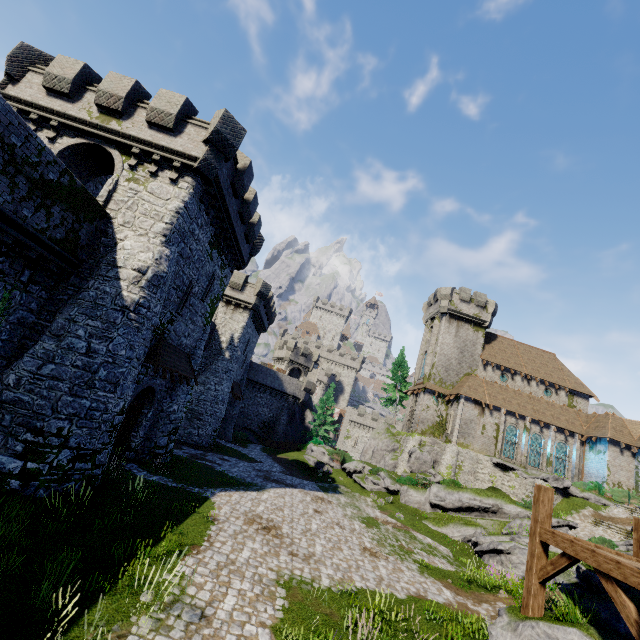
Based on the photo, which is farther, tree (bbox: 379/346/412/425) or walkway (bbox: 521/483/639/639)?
tree (bbox: 379/346/412/425)

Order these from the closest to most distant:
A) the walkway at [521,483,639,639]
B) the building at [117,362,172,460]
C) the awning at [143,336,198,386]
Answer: the walkway at [521,483,639,639], the awning at [143,336,198,386], the building at [117,362,172,460]

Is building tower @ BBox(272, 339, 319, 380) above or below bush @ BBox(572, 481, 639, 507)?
above

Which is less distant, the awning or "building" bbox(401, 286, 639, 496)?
the awning

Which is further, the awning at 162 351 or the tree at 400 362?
the tree at 400 362

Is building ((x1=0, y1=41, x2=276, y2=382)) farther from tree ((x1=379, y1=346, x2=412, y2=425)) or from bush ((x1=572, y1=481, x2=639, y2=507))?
bush ((x1=572, y1=481, x2=639, y2=507))

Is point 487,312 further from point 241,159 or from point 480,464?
point 241,159

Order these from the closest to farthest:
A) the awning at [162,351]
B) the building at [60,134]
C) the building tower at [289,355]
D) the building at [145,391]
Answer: the building at [60,134]
the awning at [162,351]
the building at [145,391]
the building tower at [289,355]
